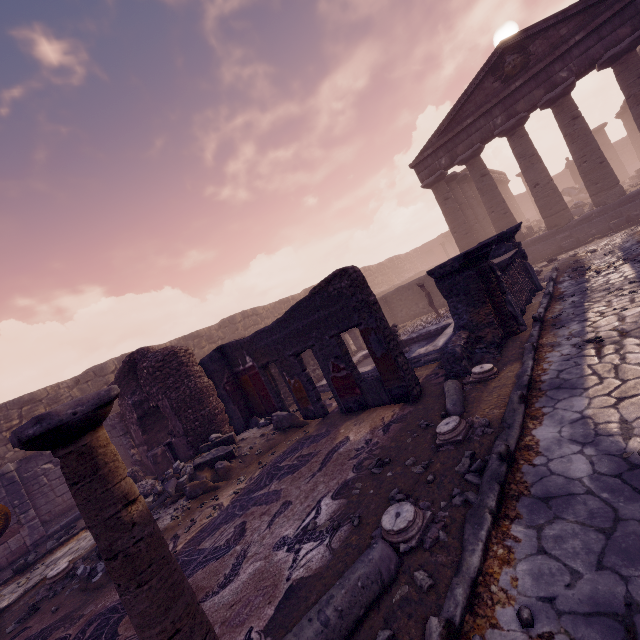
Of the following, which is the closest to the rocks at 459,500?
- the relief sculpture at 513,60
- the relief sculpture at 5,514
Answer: the relief sculpture at 5,514

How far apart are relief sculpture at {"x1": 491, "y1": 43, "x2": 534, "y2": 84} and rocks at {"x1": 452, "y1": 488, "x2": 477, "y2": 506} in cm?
1854

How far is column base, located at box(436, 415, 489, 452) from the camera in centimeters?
415cm

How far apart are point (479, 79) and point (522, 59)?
1.7m

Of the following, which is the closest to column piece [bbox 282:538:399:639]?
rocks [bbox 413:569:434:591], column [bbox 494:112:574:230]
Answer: rocks [bbox 413:569:434:591]

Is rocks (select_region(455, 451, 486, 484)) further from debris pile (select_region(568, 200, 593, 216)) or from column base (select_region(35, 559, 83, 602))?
debris pile (select_region(568, 200, 593, 216))

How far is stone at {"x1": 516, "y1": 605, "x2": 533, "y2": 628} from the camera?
2.0 meters

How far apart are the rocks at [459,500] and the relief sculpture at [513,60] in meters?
18.5 m
